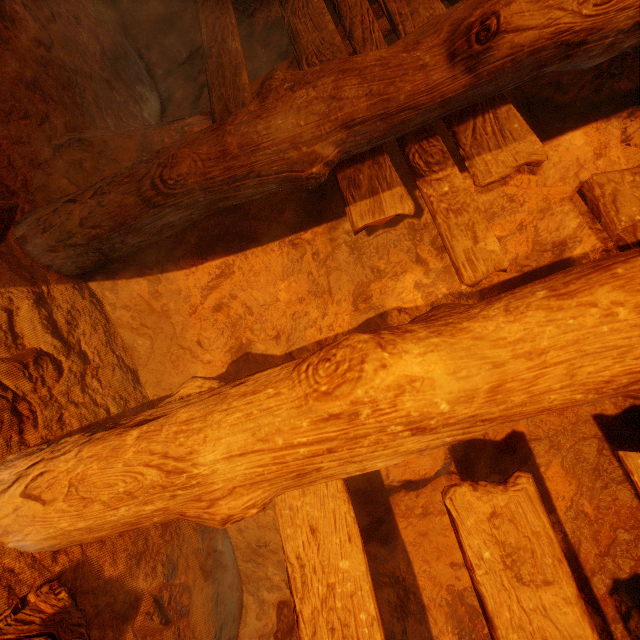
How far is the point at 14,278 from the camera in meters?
1.3
